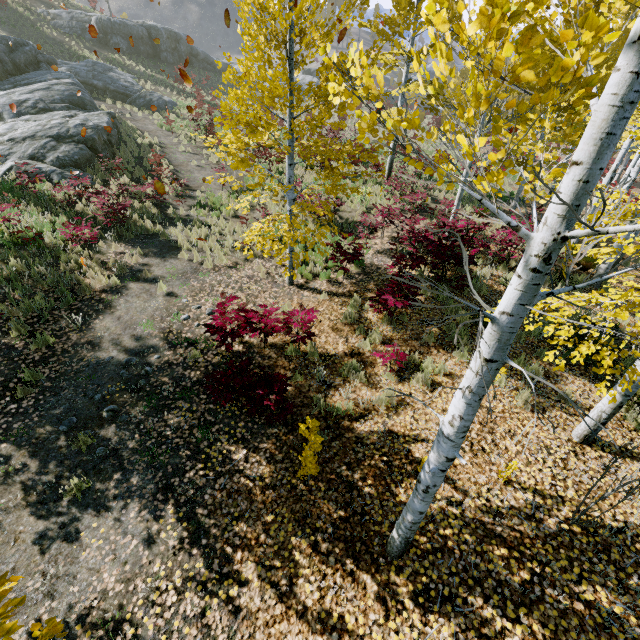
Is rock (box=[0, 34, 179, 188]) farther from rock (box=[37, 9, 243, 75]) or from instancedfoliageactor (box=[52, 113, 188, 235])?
rock (box=[37, 9, 243, 75])

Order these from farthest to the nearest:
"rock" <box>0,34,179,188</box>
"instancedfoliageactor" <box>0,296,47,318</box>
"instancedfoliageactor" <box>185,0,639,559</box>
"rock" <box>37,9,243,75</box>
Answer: "rock" <box>37,9,243,75</box>, "rock" <box>0,34,179,188</box>, "instancedfoliageactor" <box>0,296,47,318</box>, "instancedfoliageactor" <box>185,0,639,559</box>

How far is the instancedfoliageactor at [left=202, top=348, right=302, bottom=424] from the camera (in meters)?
5.05

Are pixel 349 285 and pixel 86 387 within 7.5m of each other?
yes

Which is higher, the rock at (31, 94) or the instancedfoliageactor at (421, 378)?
the rock at (31, 94)

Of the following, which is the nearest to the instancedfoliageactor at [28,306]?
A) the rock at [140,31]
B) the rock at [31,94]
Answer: the rock at [31,94]

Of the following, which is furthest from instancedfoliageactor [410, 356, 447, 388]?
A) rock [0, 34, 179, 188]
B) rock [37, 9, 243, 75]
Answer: rock [37, 9, 243, 75]
